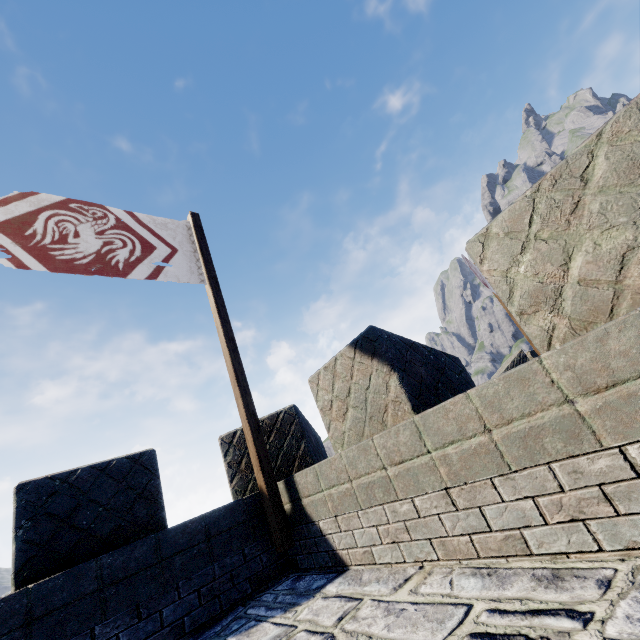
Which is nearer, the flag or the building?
the building

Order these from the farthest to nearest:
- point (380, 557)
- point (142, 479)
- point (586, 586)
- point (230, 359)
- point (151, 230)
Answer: point (151, 230), point (230, 359), point (142, 479), point (380, 557), point (586, 586)

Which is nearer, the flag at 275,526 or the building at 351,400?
the building at 351,400
